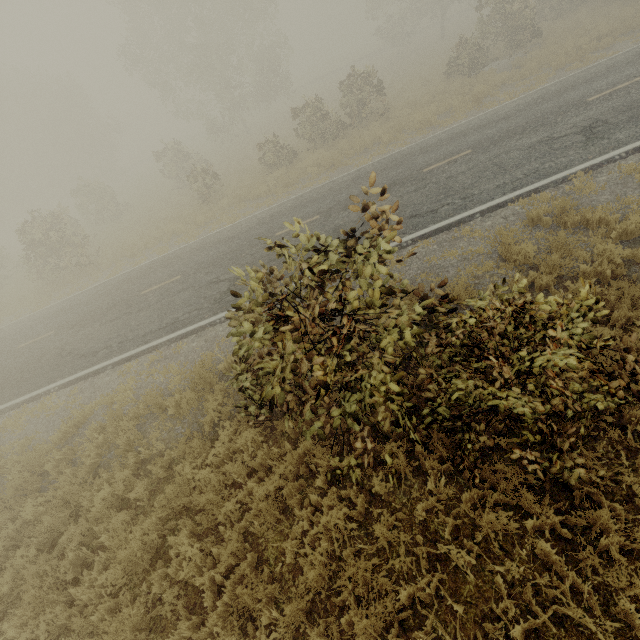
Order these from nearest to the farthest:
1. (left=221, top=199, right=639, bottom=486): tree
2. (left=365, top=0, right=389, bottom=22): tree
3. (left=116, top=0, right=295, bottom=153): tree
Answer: (left=221, top=199, right=639, bottom=486): tree, (left=116, top=0, right=295, bottom=153): tree, (left=365, top=0, right=389, bottom=22): tree

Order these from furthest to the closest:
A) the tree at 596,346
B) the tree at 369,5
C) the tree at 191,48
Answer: the tree at 369,5, the tree at 191,48, the tree at 596,346

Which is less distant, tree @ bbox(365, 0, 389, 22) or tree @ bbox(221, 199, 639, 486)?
tree @ bbox(221, 199, 639, 486)

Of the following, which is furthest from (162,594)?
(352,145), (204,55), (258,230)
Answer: (204,55)

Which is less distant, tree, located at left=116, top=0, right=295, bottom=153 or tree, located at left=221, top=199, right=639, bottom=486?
tree, located at left=221, top=199, right=639, bottom=486

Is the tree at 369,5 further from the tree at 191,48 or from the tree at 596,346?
the tree at 596,346

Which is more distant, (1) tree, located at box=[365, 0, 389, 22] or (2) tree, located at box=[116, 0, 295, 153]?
(1) tree, located at box=[365, 0, 389, 22]

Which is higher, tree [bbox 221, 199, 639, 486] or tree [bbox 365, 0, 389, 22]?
tree [bbox 365, 0, 389, 22]
